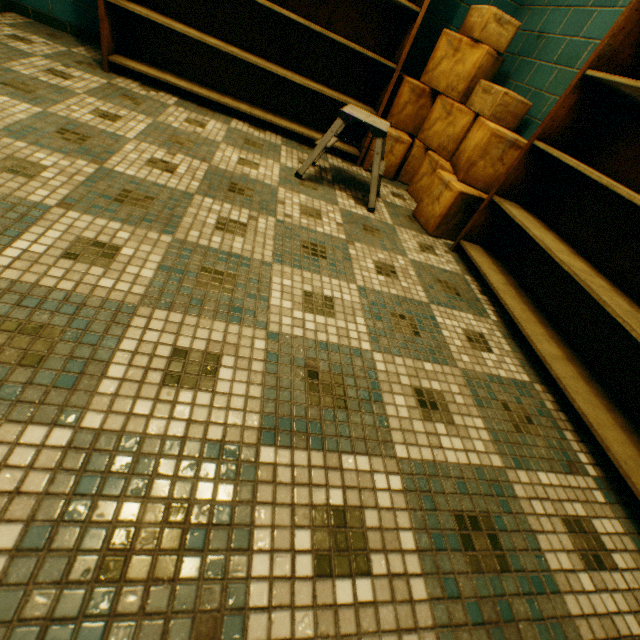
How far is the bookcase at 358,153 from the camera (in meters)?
2.73

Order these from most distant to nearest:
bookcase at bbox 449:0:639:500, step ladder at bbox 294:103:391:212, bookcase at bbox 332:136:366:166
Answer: bookcase at bbox 332:136:366:166 → step ladder at bbox 294:103:391:212 → bookcase at bbox 449:0:639:500

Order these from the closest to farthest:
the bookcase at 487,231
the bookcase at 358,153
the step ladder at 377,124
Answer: the bookcase at 487,231 → the step ladder at 377,124 → the bookcase at 358,153

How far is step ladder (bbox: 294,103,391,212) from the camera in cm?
187

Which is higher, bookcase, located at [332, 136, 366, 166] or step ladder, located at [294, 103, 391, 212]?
step ladder, located at [294, 103, 391, 212]

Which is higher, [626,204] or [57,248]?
[626,204]

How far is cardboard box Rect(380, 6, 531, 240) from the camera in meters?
2.1

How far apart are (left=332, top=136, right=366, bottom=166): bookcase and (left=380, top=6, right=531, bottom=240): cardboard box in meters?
0.0 m
